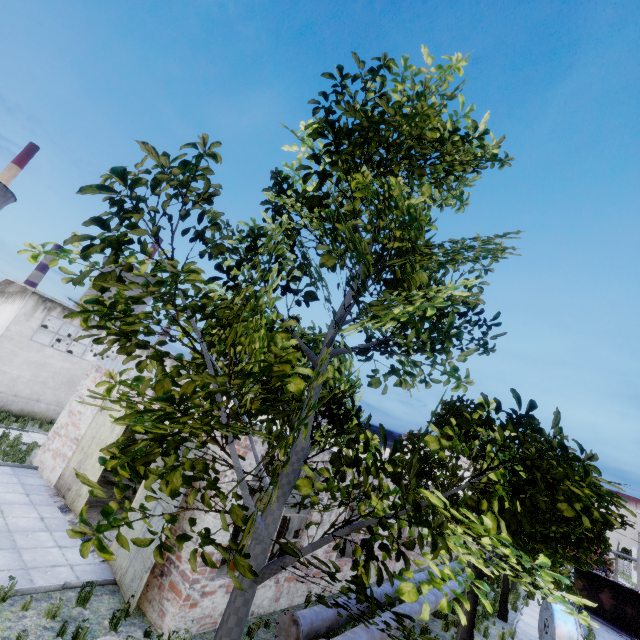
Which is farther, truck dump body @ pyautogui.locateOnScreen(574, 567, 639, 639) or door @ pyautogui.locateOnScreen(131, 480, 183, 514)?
truck dump body @ pyautogui.locateOnScreen(574, 567, 639, 639)

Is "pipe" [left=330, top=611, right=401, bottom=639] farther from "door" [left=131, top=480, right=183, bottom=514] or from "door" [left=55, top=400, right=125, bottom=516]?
"door" [left=55, top=400, right=125, bottom=516]

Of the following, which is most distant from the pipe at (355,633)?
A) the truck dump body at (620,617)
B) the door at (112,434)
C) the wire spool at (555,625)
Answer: the door at (112,434)

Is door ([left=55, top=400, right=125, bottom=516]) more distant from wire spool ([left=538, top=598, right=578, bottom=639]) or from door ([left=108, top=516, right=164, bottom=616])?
wire spool ([left=538, top=598, right=578, bottom=639])

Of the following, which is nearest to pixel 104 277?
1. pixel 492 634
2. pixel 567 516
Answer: pixel 567 516

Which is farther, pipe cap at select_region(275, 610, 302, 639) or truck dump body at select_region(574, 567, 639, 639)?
truck dump body at select_region(574, 567, 639, 639)

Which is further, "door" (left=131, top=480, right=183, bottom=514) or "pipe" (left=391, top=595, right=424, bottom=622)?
"pipe" (left=391, top=595, right=424, bottom=622)

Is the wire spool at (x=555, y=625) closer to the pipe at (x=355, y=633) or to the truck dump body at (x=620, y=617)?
the pipe at (x=355, y=633)
